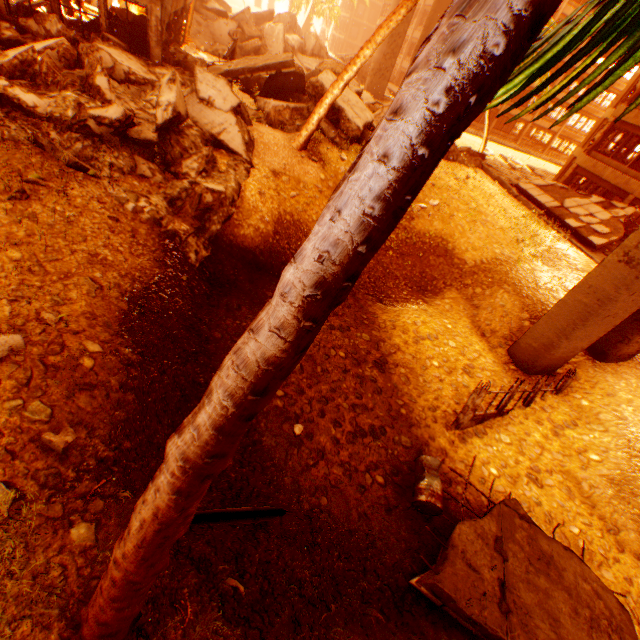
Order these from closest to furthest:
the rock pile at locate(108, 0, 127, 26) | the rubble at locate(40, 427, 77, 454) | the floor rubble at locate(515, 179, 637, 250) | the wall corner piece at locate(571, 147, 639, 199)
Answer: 1. the rubble at locate(40, 427, 77, 454)
2. the rock pile at locate(108, 0, 127, 26)
3. the floor rubble at locate(515, 179, 637, 250)
4. the wall corner piece at locate(571, 147, 639, 199)

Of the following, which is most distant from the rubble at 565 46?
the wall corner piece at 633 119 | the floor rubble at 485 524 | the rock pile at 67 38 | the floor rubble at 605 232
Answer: the floor rubble at 605 232

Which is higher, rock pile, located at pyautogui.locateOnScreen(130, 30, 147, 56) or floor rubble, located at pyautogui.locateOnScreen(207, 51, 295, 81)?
floor rubble, located at pyautogui.locateOnScreen(207, 51, 295, 81)

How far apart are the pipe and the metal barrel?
2.1m

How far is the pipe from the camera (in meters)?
4.78

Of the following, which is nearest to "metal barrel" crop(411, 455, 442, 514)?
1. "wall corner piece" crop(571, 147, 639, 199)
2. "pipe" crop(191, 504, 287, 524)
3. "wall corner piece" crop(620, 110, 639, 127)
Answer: "pipe" crop(191, 504, 287, 524)

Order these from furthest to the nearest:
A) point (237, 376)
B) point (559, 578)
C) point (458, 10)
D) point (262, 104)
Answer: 1. point (262, 104)
2. point (559, 578)
3. point (237, 376)
4. point (458, 10)

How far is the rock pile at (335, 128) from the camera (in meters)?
12.57
